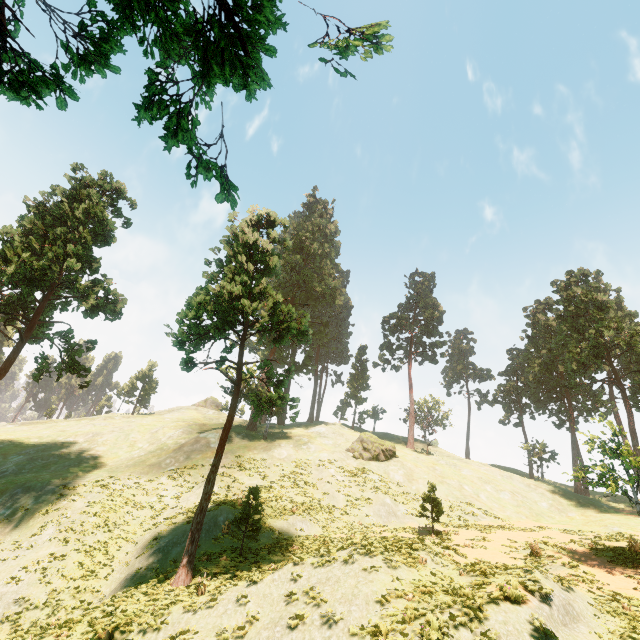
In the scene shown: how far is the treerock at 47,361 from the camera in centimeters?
2972cm

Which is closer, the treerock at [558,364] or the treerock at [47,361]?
the treerock at [558,364]

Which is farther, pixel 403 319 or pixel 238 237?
pixel 403 319

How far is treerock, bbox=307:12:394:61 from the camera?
3.6 meters

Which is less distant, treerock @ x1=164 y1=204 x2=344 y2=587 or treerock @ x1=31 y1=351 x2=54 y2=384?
treerock @ x1=164 y1=204 x2=344 y2=587
